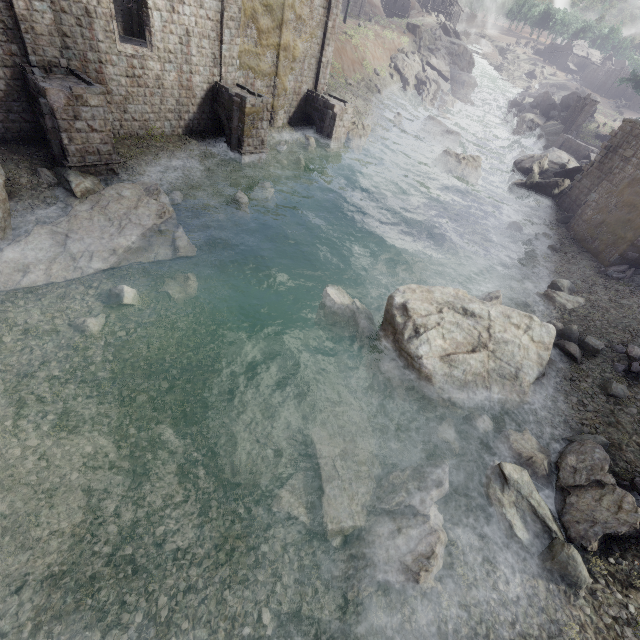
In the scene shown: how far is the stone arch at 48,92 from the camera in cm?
1321

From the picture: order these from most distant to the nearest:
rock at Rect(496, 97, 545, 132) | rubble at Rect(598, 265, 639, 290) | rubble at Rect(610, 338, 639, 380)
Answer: rock at Rect(496, 97, 545, 132) < rubble at Rect(598, 265, 639, 290) < rubble at Rect(610, 338, 639, 380)

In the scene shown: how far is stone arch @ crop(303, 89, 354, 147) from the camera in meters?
25.7

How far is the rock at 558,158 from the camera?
27.9m

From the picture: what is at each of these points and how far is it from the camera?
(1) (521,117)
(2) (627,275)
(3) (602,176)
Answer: (1) rock, 49.75m
(2) rubble, 17.75m
(3) building, 23.36m

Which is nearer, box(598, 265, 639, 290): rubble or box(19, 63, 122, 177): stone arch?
box(19, 63, 122, 177): stone arch

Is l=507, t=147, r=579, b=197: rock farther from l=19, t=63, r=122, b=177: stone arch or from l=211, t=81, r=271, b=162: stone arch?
l=19, t=63, r=122, b=177: stone arch

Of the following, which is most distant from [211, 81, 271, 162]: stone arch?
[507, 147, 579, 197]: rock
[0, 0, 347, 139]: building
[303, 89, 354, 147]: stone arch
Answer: [507, 147, 579, 197]: rock
